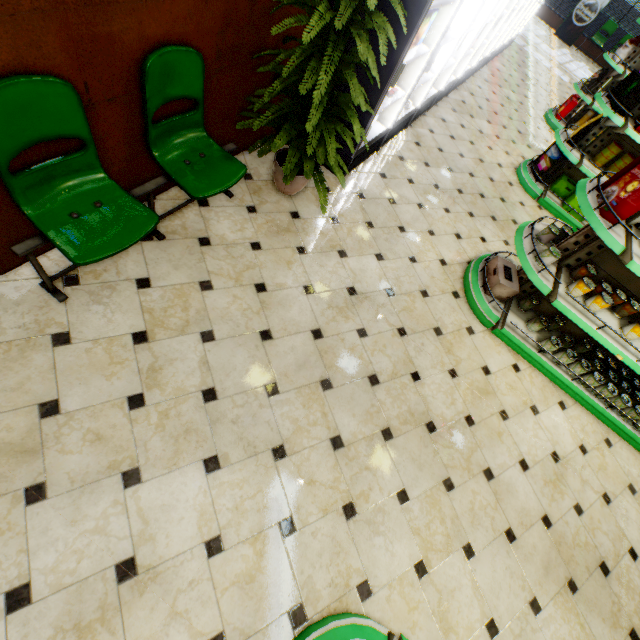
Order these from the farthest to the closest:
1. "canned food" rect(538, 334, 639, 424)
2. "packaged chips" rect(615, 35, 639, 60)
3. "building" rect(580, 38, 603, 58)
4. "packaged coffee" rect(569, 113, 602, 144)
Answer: "building" rect(580, 38, 603, 58), "packaged chips" rect(615, 35, 639, 60), "packaged coffee" rect(569, 113, 602, 144), "canned food" rect(538, 334, 639, 424)

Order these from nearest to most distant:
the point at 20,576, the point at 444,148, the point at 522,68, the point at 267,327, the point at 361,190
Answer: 1. the point at 20,576
2. the point at 267,327
3. the point at 361,190
4. the point at 444,148
5. the point at 522,68

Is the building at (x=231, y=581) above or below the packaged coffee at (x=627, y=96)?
below

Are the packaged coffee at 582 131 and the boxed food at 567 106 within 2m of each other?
no

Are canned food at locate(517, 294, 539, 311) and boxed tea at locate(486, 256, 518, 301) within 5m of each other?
yes

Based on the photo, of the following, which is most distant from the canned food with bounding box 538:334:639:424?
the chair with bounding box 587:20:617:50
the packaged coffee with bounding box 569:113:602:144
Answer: the chair with bounding box 587:20:617:50

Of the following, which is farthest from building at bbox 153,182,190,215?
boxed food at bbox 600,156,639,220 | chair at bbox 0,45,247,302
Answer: boxed food at bbox 600,156,639,220

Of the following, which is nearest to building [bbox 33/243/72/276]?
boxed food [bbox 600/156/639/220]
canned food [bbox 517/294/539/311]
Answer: canned food [bbox 517/294/539/311]
